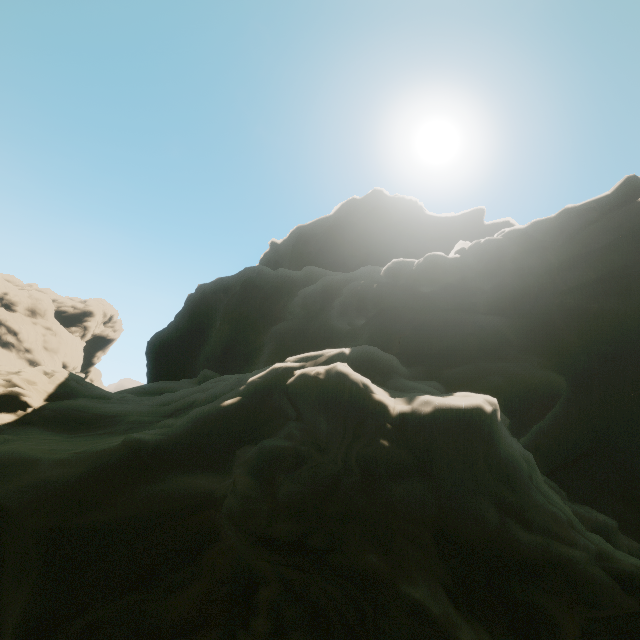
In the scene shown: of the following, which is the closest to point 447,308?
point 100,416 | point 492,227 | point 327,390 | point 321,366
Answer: point 321,366
